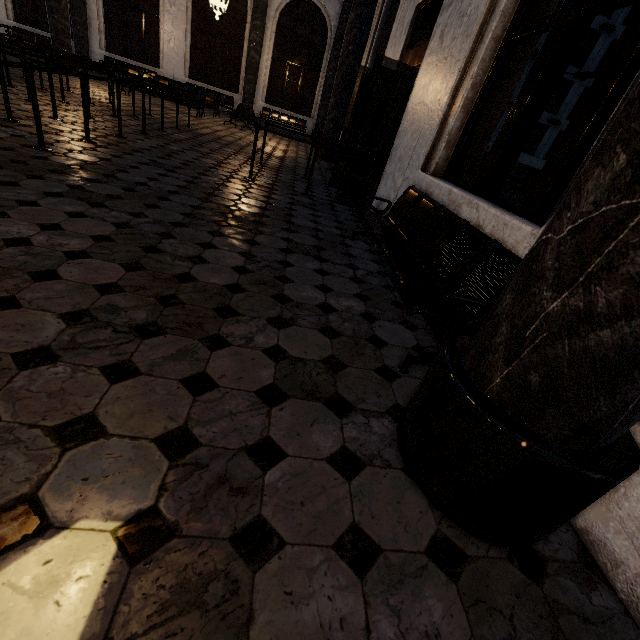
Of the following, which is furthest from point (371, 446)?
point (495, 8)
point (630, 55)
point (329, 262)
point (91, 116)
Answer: point (91, 116)
